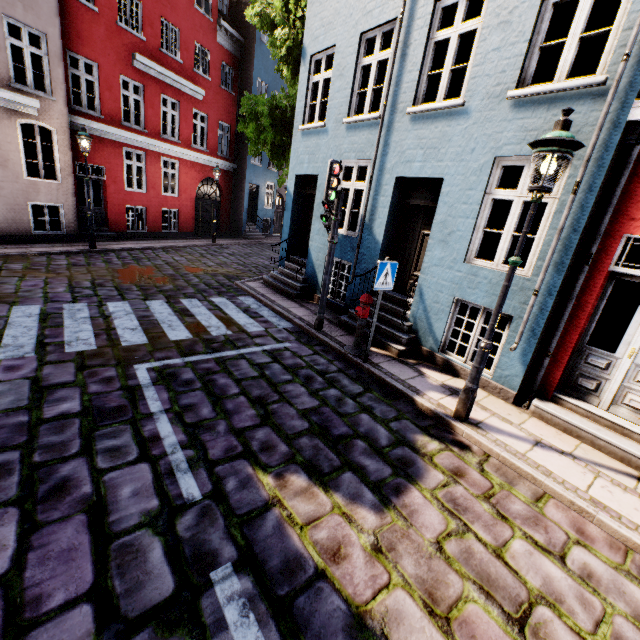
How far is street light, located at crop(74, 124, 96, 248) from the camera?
10.41m

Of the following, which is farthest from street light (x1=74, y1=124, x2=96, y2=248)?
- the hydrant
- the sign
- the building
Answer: the sign

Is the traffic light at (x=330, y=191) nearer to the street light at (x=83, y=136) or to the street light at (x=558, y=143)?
the street light at (x=558, y=143)

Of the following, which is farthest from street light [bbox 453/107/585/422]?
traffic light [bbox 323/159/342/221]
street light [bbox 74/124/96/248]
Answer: street light [bbox 74/124/96/248]

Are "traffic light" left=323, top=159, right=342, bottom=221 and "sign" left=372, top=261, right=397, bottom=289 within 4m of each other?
yes

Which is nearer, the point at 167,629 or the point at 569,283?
the point at 167,629

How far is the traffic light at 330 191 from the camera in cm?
603

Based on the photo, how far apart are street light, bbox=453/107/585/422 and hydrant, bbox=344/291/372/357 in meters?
2.0
